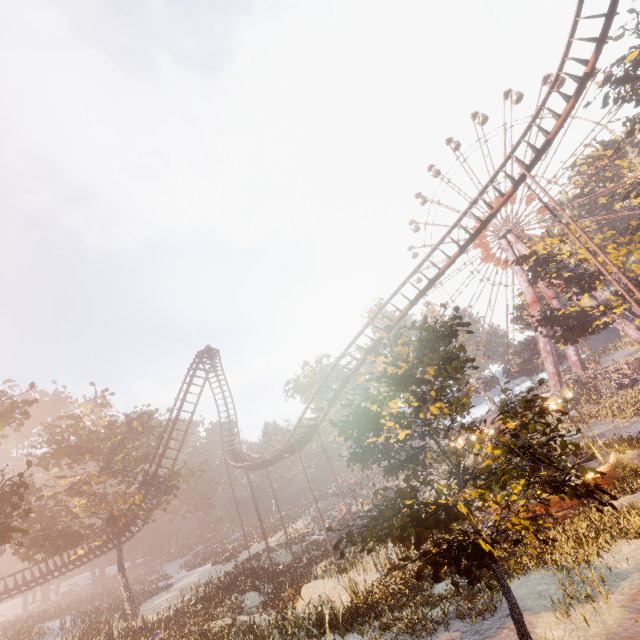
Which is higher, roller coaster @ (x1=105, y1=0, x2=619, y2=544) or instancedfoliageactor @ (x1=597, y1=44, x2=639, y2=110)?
instancedfoliageactor @ (x1=597, y1=44, x2=639, y2=110)

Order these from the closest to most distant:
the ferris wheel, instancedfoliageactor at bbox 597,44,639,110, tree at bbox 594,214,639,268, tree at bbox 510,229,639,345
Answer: instancedfoliageactor at bbox 597,44,639,110 < tree at bbox 594,214,639,268 < tree at bbox 510,229,639,345 < the ferris wheel

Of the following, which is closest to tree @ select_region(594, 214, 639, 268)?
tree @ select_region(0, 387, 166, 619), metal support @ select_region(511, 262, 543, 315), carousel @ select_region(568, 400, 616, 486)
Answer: metal support @ select_region(511, 262, 543, 315)

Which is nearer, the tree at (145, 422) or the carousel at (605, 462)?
the carousel at (605, 462)

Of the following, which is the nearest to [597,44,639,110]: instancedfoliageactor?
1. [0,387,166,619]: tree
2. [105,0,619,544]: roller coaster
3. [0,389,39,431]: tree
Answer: [105,0,619,544]: roller coaster

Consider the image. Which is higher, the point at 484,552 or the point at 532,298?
the point at 532,298

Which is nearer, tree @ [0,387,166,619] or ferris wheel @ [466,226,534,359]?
tree @ [0,387,166,619]

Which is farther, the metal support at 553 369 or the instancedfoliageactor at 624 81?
the metal support at 553 369
